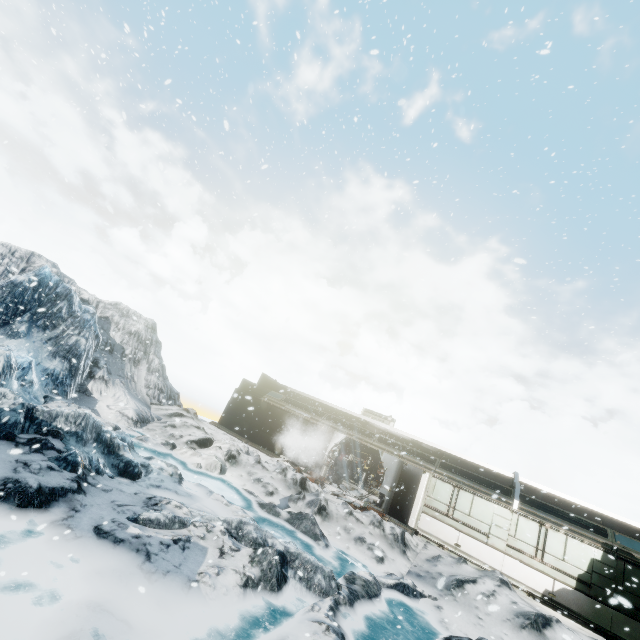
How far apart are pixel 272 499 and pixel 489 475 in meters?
12.0
